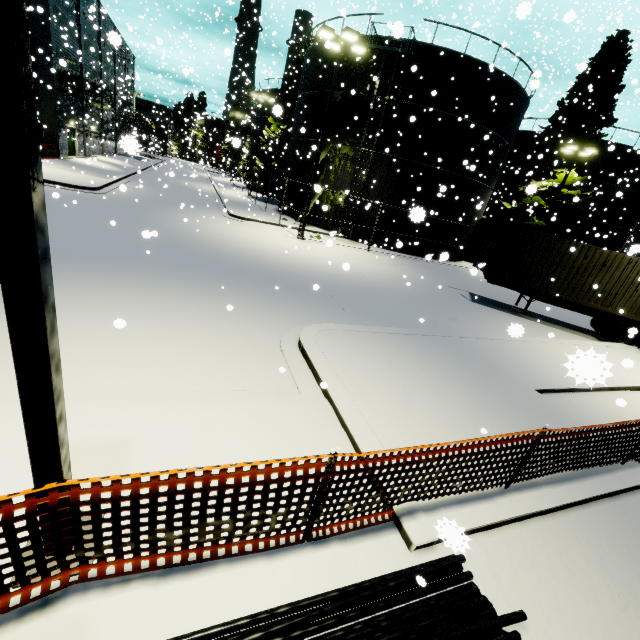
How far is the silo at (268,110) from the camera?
4.2m

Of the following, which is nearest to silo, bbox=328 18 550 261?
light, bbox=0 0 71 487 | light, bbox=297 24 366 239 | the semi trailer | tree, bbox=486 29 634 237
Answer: tree, bbox=486 29 634 237

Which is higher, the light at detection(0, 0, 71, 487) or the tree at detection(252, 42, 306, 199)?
the tree at detection(252, 42, 306, 199)

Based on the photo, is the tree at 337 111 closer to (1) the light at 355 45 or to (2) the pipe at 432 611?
(1) the light at 355 45

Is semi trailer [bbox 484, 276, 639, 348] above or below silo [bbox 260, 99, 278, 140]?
below

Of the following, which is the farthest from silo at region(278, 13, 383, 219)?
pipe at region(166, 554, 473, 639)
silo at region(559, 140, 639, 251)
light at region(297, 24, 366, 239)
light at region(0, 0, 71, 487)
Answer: silo at region(559, 140, 639, 251)

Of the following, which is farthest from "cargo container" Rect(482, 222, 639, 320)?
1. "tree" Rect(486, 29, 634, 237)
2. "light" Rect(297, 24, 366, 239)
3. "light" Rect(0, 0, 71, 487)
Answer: "light" Rect(297, 24, 366, 239)

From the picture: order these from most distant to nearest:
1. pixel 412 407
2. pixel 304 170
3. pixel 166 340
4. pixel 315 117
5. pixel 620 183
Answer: pixel 620 183 → pixel 304 170 → pixel 315 117 → pixel 166 340 → pixel 412 407
